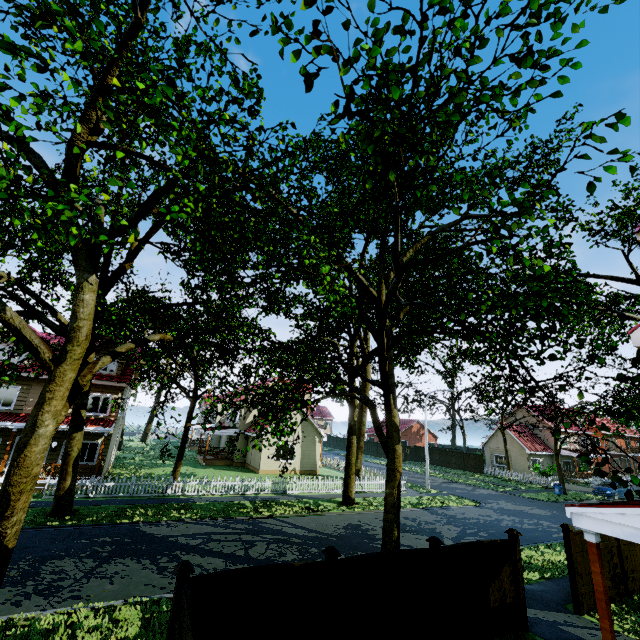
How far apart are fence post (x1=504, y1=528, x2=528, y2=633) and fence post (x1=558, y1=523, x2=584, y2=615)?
2.27m

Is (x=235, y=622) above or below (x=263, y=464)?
above

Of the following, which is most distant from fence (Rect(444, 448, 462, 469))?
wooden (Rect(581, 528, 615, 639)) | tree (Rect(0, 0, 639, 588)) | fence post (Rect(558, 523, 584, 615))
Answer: wooden (Rect(581, 528, 615, 639))

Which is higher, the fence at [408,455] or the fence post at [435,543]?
the fence post at [435,543]

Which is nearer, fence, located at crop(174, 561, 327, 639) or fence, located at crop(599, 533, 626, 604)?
fence, located at crop(174, 561, 327, 639)

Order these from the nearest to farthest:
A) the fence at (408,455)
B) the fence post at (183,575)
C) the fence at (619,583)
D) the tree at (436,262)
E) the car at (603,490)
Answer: the tree at (436,262), the fence post at (183,575), the fence at (619,583), the car at (603,490), the fence at (408,455)

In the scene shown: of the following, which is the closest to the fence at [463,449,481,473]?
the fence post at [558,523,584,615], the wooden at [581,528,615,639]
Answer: the fence post at [558,523,584,615]

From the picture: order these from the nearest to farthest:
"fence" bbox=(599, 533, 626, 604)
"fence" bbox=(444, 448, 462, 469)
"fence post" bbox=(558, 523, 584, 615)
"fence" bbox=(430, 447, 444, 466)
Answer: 1. "fence post" bbox=(558, 523, 584, 615)
2. "fence" bbox=(599, 533, 626, 604)
3. "fence" bbox=(444, 448, 462, 469)
4. "fence" bbox=(430, 447, 444, 466)
